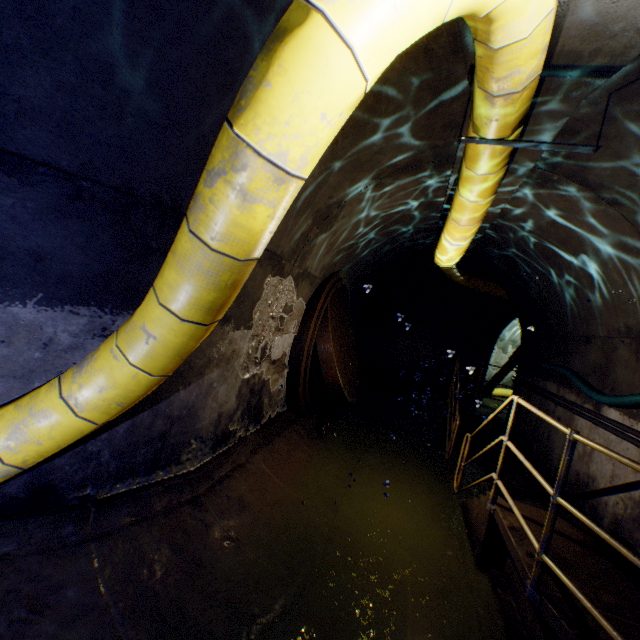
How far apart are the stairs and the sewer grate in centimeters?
207cm

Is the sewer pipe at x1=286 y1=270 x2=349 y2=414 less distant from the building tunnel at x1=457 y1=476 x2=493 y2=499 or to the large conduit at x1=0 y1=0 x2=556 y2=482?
the building tunnel at x1=457 y1=476 x2=493 y2=499

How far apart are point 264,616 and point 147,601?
0.9m

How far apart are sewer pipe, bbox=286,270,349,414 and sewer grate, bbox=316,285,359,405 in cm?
1

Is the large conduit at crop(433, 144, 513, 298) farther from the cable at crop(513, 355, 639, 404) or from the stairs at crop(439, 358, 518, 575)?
the cable at crop(513, 355, 639, 404)

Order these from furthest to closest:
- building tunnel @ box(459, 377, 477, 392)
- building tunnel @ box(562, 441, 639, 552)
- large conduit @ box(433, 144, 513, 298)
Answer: building tunnel @ box(459, 377, 477, 392) → building tunnel @ box(562, 441, 639, 552) → large conduit @ box(433, 144, 513, 298)

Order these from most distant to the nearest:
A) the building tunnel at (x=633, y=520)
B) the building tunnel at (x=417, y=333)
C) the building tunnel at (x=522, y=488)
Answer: the building tunnel at (x=522, y=488), the building tunnel at (x=633, y=520), the building tunnel at (x=417, y=333)

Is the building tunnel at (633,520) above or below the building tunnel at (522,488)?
above
